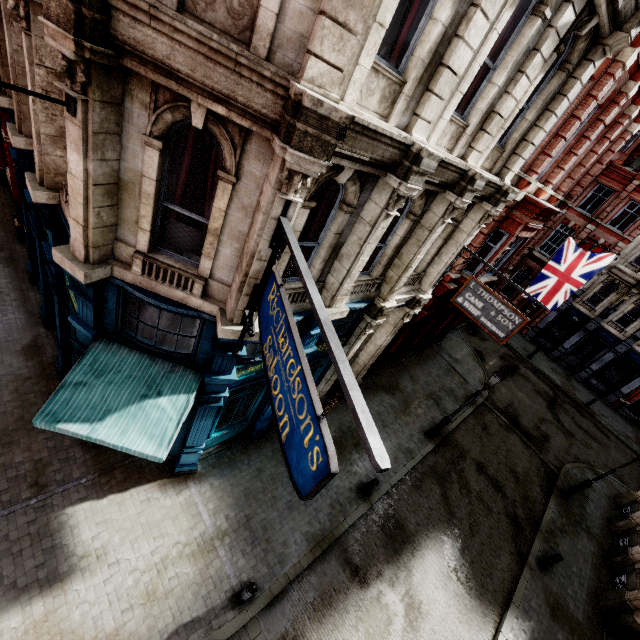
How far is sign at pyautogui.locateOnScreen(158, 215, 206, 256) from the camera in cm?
555

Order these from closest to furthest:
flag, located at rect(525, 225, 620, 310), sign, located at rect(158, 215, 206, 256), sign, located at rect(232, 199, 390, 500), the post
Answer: sign, located at rect(232, 199, 390, 500) < sign, located at rect(158, 215, 206, 256) < the post < flag, located at rect(525, 225, 620, 310)

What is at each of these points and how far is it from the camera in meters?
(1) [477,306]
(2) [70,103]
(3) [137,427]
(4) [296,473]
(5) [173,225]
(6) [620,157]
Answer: (1) sign, 10.2
(2) flag, 4.1
(3) awning, 6.1
(4) sign, 3.3
(5) sign, 5.6
(6) roof window, 24.5

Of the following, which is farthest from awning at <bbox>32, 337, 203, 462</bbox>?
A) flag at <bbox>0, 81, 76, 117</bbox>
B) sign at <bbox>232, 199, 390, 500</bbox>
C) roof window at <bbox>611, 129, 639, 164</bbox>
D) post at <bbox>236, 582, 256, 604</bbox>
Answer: roof window at <bbox>611, 129, 639, 164</bbox>

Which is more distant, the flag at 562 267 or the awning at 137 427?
the flag at 562 267

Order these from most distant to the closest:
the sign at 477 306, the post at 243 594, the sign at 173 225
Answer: the sign at 477 306 → the post at 243 594 → the sign at 173 225

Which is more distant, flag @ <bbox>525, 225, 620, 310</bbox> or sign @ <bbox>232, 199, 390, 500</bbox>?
flag @ <bbox>525, 225, 620, 310</bbox>

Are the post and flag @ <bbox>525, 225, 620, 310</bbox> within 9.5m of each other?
no
